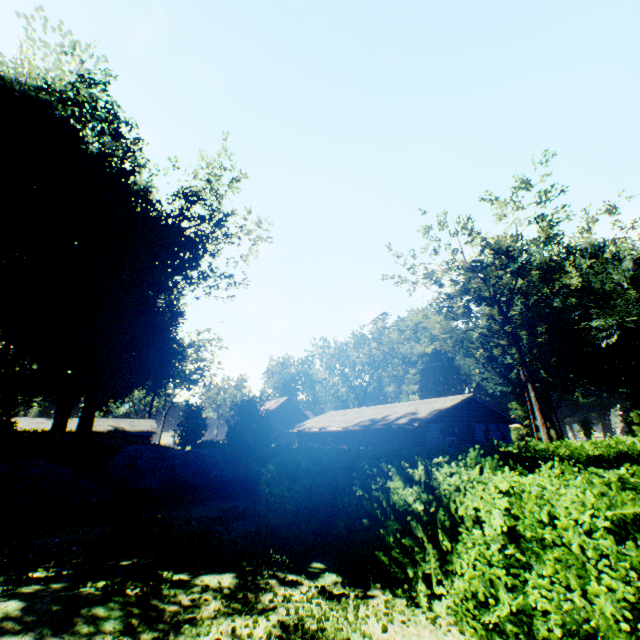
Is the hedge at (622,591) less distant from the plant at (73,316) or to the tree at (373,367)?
the plant at (73,316)

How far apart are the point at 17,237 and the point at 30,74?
10.6m

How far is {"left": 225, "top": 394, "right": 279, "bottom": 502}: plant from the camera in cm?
1733

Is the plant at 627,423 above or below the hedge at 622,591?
above

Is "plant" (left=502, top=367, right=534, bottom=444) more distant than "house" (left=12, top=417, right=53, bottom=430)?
Yes

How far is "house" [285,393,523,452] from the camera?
23.02m

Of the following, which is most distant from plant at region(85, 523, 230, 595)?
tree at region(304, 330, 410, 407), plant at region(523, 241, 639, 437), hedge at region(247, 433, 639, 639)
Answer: plant at region(523, 241, 639, 437)
